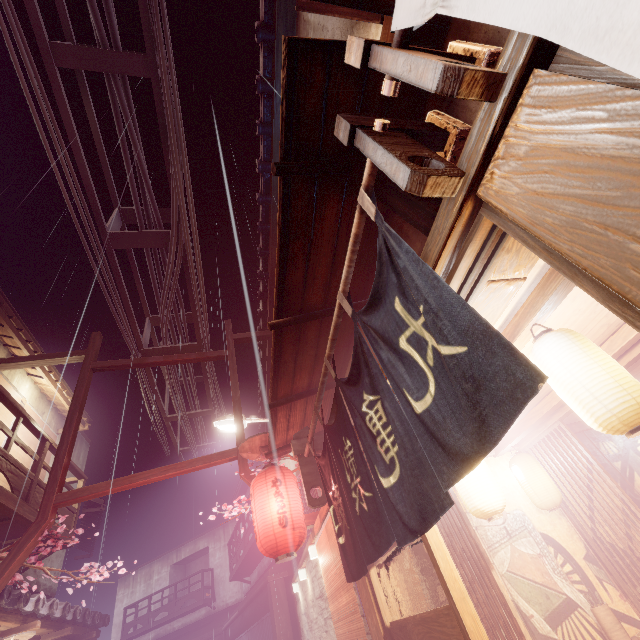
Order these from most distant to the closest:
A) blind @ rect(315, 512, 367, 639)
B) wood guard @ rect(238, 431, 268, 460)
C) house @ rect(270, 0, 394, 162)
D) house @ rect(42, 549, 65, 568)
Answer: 1. house @ rect(42, 549, 65, 568)
2. wood guard @ rect(238, 431, 268, 460)
3. blind @ rect(315, 512, 367, 639)
4. house @ rect(270, 0, 394, 162)

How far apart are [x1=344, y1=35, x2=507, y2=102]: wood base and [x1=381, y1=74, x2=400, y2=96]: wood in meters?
0.0 m

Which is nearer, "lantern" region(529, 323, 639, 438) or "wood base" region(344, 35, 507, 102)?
"wood base" region(344, 35, 507, 102)

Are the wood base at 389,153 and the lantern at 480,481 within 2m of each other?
no

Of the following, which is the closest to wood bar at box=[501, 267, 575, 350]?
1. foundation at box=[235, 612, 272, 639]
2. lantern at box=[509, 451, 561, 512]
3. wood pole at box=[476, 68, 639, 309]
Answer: wood pole at box=[476, 68, 639, 309]

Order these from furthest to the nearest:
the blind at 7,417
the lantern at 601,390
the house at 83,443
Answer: the house at 83,443
the blind at 7,417
the lantern at 601,390

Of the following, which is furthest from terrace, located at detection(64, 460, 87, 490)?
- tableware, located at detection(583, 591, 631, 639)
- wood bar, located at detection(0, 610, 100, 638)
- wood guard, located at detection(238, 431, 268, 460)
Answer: tableware, located at detection(583, 591, 631, 639)

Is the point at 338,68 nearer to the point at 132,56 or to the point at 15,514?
the point at 132,56
